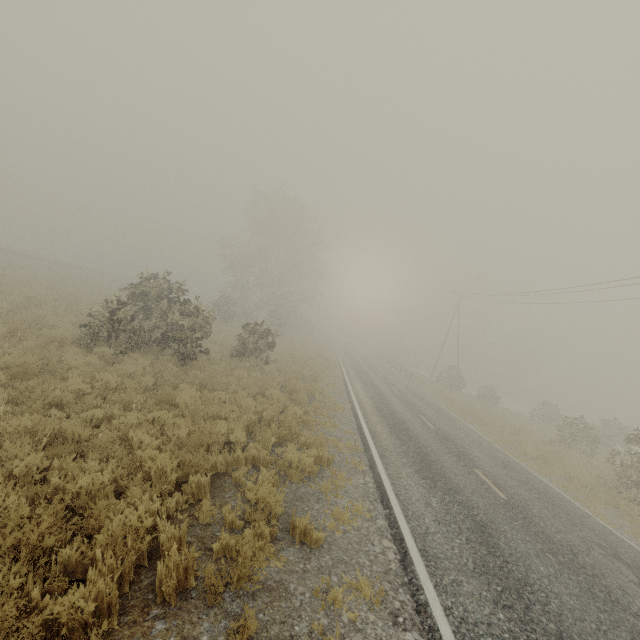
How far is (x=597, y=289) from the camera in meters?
20.8
